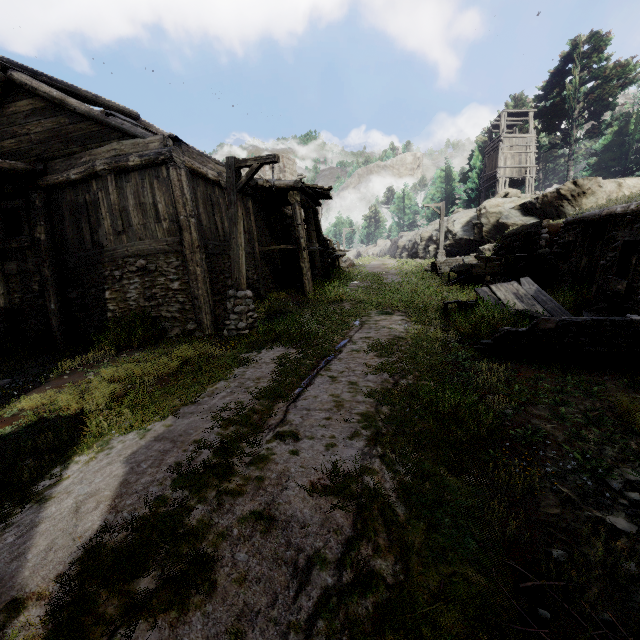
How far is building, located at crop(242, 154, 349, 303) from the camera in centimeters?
1360cm

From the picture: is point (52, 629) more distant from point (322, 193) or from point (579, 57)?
point (579, 57)

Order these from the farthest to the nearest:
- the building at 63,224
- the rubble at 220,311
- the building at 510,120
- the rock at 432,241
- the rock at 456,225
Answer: the rock at 432,241 < the building at 510,120 < the rock at 456,225 < the rubble at 220,311 < the building at 63,224

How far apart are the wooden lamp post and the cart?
8.93m

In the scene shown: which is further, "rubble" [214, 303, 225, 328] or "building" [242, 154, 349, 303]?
"building" [242, 154, 349, 303]

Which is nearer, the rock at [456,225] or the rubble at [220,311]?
the rubble at [220,311]

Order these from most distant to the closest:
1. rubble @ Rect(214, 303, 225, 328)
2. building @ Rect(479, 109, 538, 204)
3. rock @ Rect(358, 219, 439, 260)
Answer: rock @ Rect(358, 219, 439, 260) < building @ Rect(479, 109, 538, 204) < rubble @ Rect(214, 303, 225, 328)

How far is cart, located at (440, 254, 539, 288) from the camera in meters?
13.6 m
